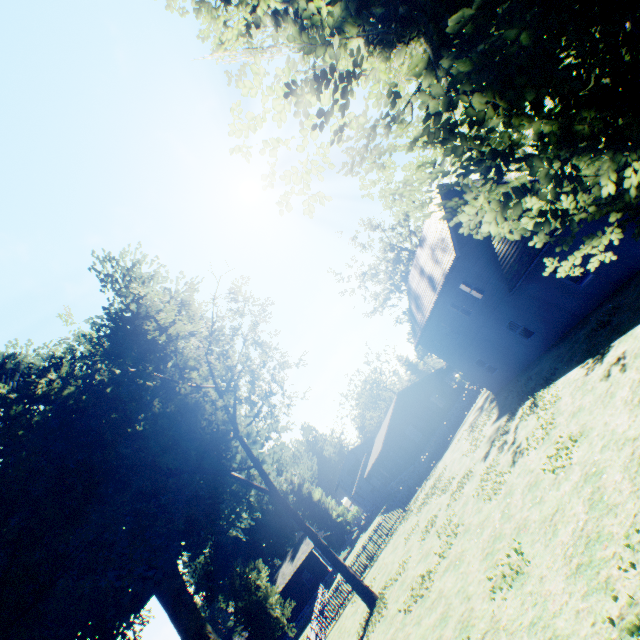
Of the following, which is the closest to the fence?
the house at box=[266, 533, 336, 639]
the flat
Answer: the house at box=[266, 533, 336, 639]

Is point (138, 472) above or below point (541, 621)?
above

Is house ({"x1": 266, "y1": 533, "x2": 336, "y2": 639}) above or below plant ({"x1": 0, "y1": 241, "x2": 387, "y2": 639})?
below

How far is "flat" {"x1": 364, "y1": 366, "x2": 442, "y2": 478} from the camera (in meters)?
35.19

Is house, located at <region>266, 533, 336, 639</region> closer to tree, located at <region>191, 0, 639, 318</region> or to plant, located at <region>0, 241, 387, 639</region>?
plant, located at <region>0, 241, 387, 639</region>

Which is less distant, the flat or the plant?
the plant

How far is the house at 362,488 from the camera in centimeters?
5238cm

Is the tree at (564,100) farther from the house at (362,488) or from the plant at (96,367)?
the house at (362,488)
